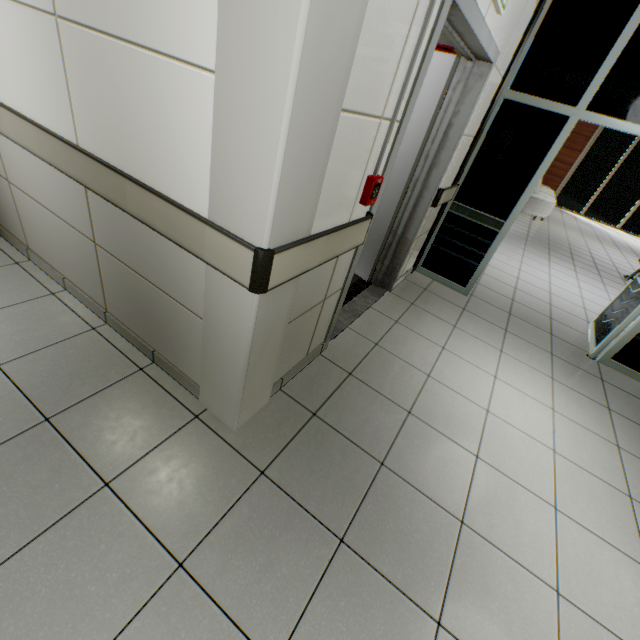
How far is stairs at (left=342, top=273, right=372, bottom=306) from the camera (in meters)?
3.30

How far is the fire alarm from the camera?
1.6 meters

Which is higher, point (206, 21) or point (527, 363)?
point (206, 21)

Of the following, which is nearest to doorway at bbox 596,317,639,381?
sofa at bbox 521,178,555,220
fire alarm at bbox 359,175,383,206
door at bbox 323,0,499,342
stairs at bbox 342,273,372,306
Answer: stairs at bbox 342,273,372,306

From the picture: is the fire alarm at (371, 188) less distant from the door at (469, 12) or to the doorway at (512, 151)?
the door at (469, 12)

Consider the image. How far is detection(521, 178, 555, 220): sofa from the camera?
9.2m

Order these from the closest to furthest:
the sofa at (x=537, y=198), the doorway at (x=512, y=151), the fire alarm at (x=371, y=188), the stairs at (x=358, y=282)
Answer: the fire alarm at (x=371, y=188)
the doorway at (x=512, y=151)
the stairs at (x=358, y=282)
the sofa at (x=537, y=198)

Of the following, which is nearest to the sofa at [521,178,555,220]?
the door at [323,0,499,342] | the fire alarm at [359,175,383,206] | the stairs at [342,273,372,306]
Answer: the stairs at [342,273,372,306]
